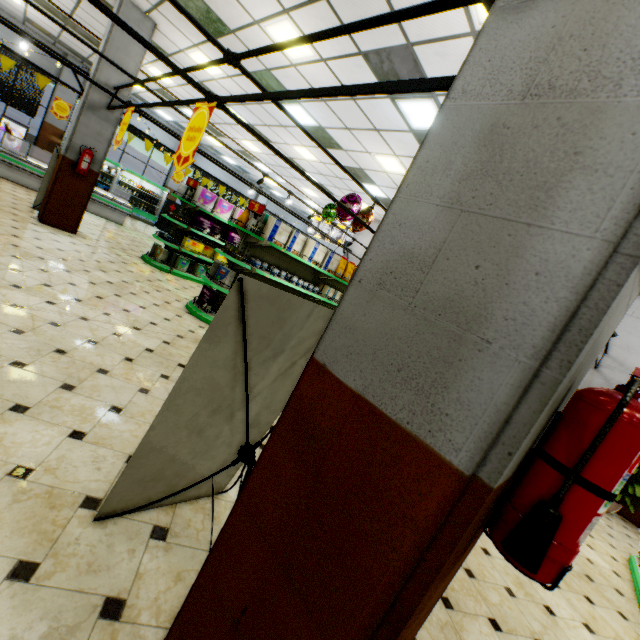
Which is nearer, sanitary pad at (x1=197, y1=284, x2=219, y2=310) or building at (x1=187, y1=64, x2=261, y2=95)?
sanitary pad at (x1=197, y1=284, x2=219, y2=310)

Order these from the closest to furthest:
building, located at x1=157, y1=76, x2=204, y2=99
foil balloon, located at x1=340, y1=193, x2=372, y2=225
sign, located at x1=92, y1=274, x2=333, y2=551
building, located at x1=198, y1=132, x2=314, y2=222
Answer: sign, located at x1=92, y1=274, x2=333, y2=551, foil balloon, located at x1=340, y1=193, x2=372, y2=225, building, located at x1=157, y1=76, x2=204, y2=99, building, located at x1=198, y1=132, x2=314, y2=222

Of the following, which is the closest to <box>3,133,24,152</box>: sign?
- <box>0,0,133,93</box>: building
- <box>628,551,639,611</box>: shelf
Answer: <box>0,0,133,93</box>: building

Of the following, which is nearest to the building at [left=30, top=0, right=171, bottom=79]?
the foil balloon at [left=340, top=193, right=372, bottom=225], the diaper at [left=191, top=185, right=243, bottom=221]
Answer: the foil balloon at [left=340, top=193, right=372, bottom=225]

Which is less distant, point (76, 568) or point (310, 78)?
point (76, 568)

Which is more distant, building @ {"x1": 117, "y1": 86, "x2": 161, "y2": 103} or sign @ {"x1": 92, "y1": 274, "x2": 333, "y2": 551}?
building @ {"x1": 117, "y1": 86, "x2": 161, "y2": 103}

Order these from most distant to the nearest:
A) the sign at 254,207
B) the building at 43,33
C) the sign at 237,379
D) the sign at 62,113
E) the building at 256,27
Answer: the sign at 62,113
the building at 43,33
the sign at 254,207
the building at 256,27
the sign at 237,379

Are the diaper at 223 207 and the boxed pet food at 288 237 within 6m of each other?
yes
